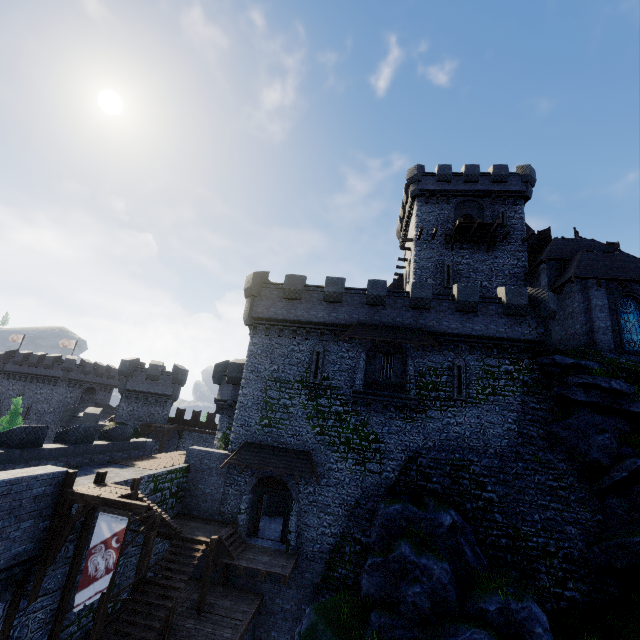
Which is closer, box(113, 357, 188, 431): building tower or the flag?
the flag

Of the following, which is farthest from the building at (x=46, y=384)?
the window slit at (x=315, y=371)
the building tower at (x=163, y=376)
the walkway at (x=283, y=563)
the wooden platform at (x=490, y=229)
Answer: the wooden platform at (x=490, y=229)

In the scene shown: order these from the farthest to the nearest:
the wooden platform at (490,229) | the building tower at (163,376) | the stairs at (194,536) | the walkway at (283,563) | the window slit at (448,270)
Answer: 1. the building tower at (163,376)
2. the window slit at (448,270)
3. the wooden platform at (490,229)
4. the walkway at (283,563)
5. the stairs at (194,536)

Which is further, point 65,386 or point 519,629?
point 65,386

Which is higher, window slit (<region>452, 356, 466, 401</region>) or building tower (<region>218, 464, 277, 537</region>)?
window slit (<region>452, 356, 466, 401</region>)

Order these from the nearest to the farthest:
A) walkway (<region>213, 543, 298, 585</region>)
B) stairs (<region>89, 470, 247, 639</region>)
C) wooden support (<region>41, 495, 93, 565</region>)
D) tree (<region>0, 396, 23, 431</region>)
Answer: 1. wooden support (<region>41, 495, 93, 565</region>)
2. stairs (<region>89, 470, 247, 639</region>)
3. walkway (<region>213, 543, 298, 585</region>)
4. tree (<region>0, 396, 23, 431</region>)

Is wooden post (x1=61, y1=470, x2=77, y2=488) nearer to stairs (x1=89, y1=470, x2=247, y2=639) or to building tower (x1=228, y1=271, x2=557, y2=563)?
stairs (x1=89, y1=470, x2=247, y2=639)

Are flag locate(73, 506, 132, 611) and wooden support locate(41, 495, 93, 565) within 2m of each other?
yes
